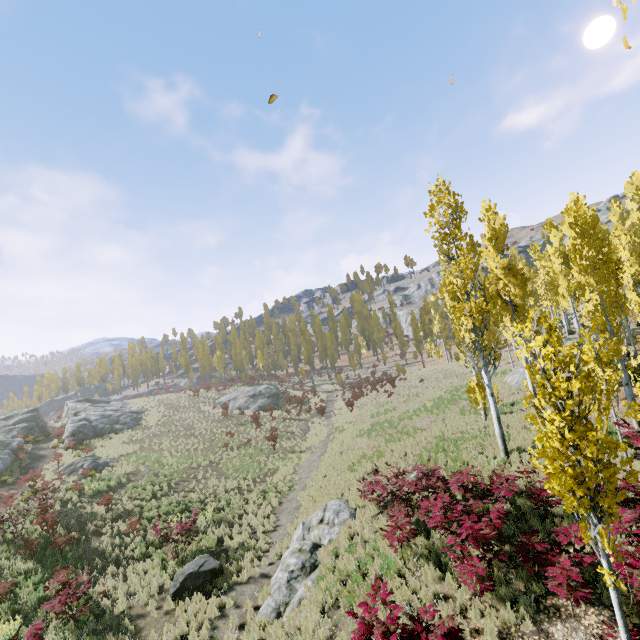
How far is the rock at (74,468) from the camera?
23.6m

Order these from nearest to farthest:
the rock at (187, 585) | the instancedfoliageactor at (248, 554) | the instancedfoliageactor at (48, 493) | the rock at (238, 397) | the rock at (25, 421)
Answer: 1. the rock at (187, 585)
2. the instancedfoliageactor at (248, 554)
3. the instancedfoliageactor at (48, 493)
4. the rock at (25, 421)
5. the rock at (238, 397)

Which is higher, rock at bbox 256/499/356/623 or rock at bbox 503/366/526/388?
rock at bbox 503/366/526/388

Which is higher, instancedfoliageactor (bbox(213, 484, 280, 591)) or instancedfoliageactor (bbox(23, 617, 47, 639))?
instancedfoliageactor (bbox(23, 617, 47, 639))

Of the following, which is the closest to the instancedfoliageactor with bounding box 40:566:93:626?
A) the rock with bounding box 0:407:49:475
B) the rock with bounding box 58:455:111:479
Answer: the rock with bounding box 58:455:111:479

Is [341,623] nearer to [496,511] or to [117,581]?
[496,511]

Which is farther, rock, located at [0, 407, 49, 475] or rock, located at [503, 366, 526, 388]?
rock, located at [0, 407, 49, 475]

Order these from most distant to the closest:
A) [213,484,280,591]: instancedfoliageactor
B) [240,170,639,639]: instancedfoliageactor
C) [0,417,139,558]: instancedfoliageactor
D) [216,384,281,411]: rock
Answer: [216,384,281,411]: rock, [0,417,139,558]: instancedfoliageactor, [213,484,280,591]: instancedfoliageactor, [240,170,639,639]: instancedfoliageactor
